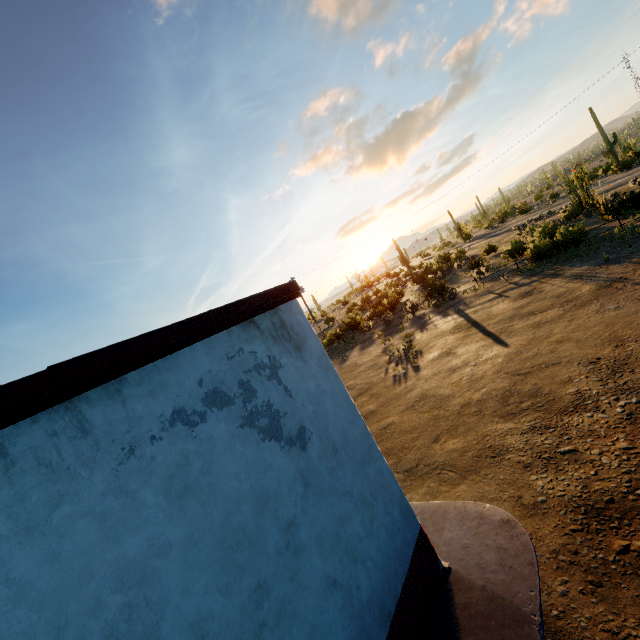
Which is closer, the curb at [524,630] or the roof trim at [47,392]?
the roof trim at [47,392]

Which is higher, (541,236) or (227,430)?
(227,430)

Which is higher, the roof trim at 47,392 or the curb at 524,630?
the roof trim at 47,392

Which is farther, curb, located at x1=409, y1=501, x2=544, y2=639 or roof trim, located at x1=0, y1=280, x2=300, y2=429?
curb, located at x1=409, y1=501, x2=544, y2=639

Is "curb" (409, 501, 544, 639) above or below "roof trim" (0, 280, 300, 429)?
below
